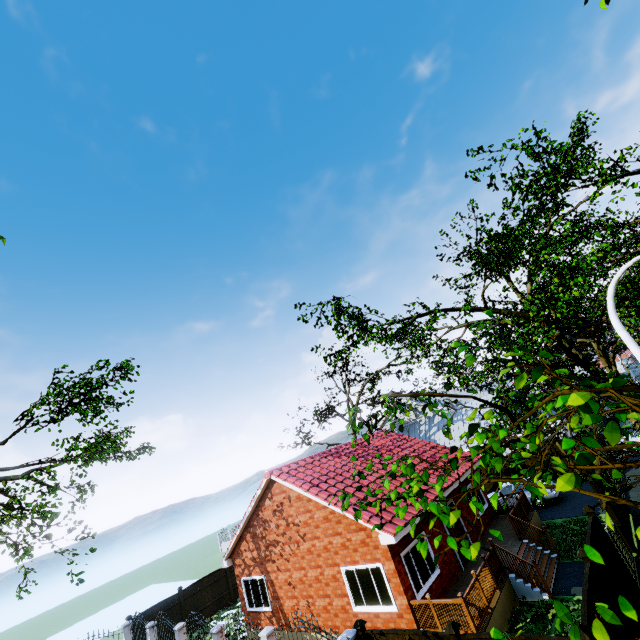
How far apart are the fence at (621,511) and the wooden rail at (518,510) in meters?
3.5

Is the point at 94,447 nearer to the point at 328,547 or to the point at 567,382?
the point at 328,547

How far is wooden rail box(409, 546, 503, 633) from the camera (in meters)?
9.43

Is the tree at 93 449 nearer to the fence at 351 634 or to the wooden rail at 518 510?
the fence at 351 634

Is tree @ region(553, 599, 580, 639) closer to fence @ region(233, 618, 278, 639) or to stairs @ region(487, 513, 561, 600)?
fence @ region(233, 618, 278, 639)

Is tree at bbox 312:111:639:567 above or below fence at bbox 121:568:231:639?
above

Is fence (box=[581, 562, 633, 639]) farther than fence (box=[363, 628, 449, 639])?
No
